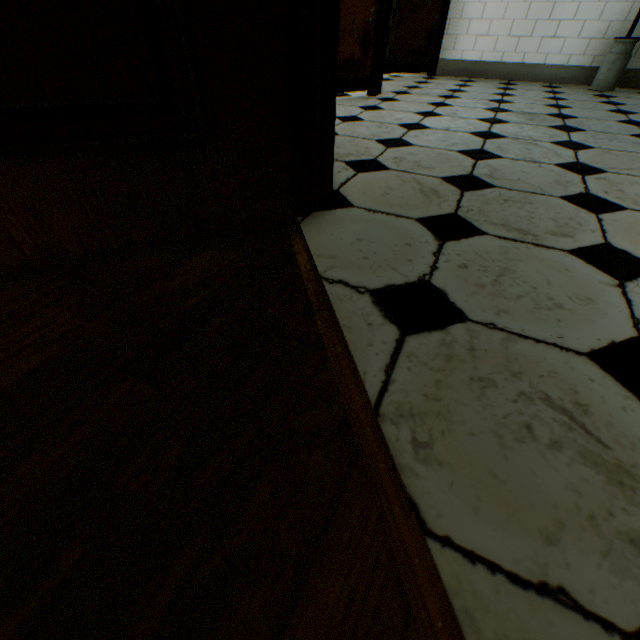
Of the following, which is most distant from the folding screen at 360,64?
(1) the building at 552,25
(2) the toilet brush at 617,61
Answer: (2) the toilet brush at 617,61

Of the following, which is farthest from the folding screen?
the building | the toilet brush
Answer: the toilet brush

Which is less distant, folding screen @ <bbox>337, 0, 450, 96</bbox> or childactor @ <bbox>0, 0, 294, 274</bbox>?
childactor @ <bbox>0, 0, 294, 274</bbox>

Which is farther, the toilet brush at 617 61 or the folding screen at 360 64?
the toilet brush at 617 61

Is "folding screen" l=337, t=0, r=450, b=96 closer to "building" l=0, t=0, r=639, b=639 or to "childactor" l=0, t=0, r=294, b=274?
"building" l=0, t=0, r=639, b=639

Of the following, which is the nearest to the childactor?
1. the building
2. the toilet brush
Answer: the building

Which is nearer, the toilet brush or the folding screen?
the folding screen

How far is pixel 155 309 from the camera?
0.7 meters
